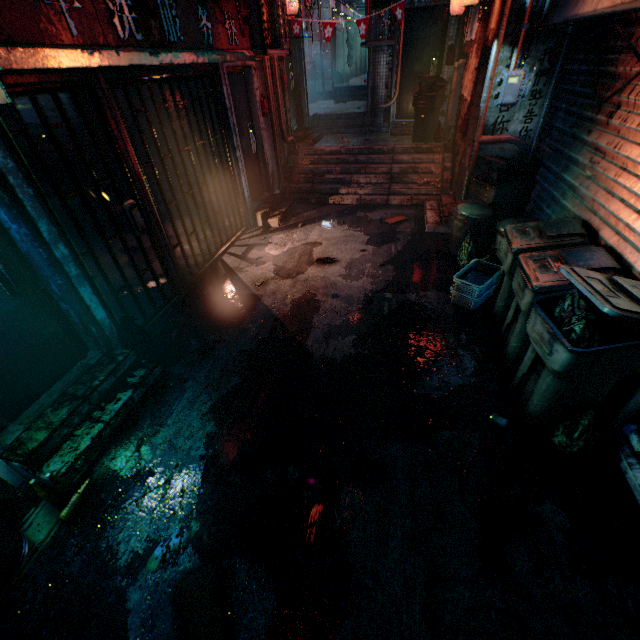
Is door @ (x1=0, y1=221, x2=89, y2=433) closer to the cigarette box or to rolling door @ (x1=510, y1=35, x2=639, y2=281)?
the cigarette box

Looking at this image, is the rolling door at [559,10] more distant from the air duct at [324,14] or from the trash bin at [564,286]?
the air duct at [324,14]

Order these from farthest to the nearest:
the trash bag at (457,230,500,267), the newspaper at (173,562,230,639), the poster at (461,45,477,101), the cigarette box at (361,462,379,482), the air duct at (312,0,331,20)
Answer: the air duct at (312,0,331,20)
the poster at (461,45,477,101)
the trash bag at (457,230,500,267)
the cigarette box at (361,462,379,482)
the newspaper at (173,562,230,639)

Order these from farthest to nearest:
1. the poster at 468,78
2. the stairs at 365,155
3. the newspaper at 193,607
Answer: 1. the stairs at 365,155
2. the poster at 468,78
3. the newspaper at 193,607

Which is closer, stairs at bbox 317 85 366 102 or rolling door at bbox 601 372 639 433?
rolling door at bbox 601 372 639 433

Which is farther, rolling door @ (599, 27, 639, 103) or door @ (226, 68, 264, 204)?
door @ (226, 68, 264, 204)

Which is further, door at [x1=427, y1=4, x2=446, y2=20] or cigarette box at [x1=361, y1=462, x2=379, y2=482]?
door at [x1=427, y1=4, x2=446, y2=20]

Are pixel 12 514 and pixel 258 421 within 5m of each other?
yes
